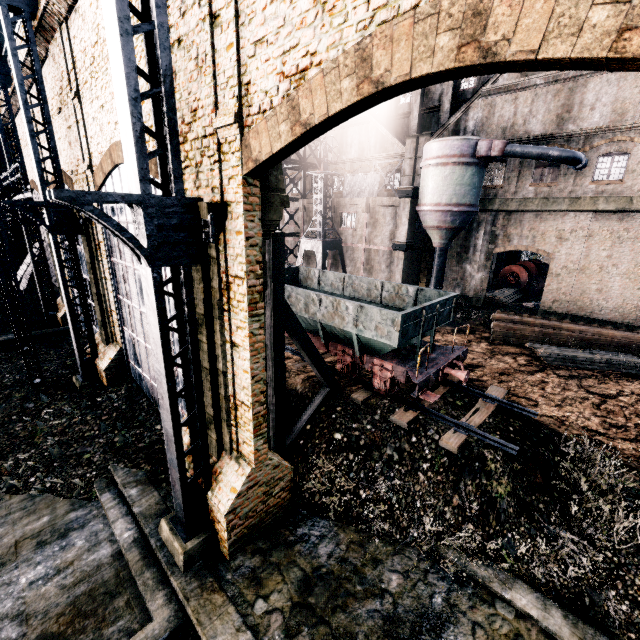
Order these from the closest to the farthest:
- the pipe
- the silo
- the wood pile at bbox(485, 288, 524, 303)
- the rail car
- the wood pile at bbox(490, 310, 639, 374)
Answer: the rail car, the wood pile at bbox(490, 310, 639, 374), the silo, the wood pile at bbox(485, 288, 524, 303), the pipe

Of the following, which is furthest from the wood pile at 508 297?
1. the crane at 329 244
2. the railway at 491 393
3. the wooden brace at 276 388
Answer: the wooden brace at 276 388

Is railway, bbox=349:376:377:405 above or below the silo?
below

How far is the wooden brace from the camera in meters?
9.7

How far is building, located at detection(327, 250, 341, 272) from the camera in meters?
35.1

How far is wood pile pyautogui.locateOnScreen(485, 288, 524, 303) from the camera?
30.9m

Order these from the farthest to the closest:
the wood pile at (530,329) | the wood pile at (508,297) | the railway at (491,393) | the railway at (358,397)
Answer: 1. the wood pile at (508,297)
2. the wood pile at (530,329)
3. the railway at (358,397)
4. the railway at (491,393)

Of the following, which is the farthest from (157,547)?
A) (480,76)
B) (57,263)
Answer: (480,76)
